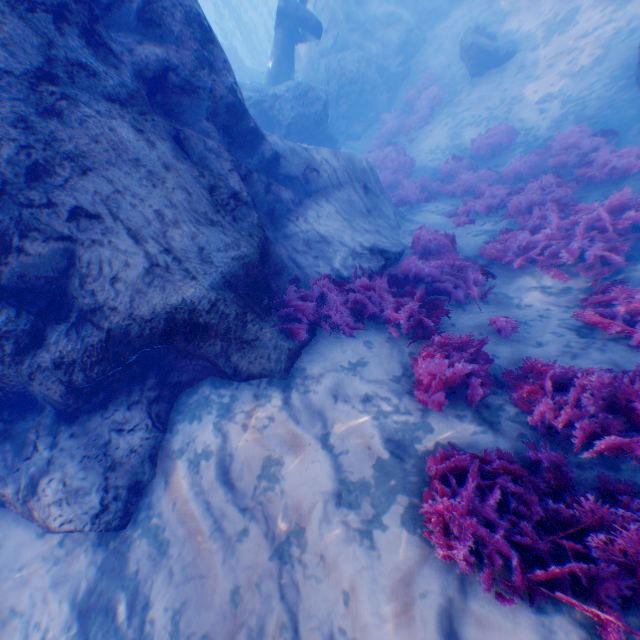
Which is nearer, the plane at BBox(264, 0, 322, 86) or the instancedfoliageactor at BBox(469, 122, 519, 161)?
the instancedfoliageactor at BBox(469, 122, 519, 161)

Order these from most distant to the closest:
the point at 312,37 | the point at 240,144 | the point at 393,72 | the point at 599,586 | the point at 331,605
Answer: the point at 393,72
the point at 312,37
the point at 240,144
the point at 331,605
the point at 599,586

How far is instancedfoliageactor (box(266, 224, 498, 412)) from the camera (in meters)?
4.00

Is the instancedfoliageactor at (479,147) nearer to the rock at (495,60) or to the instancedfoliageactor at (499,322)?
the instancedfoliageactor at (499,322)

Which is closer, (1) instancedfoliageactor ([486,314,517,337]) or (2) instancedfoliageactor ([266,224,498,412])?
(2) instancedfoliageactor ([266,224,498,412])

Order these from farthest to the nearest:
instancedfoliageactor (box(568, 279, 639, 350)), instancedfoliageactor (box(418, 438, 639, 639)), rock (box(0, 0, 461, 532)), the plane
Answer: the plane < instancedfoliageactor (box(568, 279, 639, 350)) < rock (box(0, 0, 461, 532)) < instancedfoliageactor (box(418, 438, 639, 639))

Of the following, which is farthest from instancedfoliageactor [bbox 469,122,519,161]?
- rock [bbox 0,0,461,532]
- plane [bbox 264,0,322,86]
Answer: plane [bbox 264,0,322,86]

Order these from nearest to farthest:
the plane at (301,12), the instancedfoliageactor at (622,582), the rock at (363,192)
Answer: the instancedfoliageactor at (622,582)
the rock at (363,192)
the plane at (301,12)
